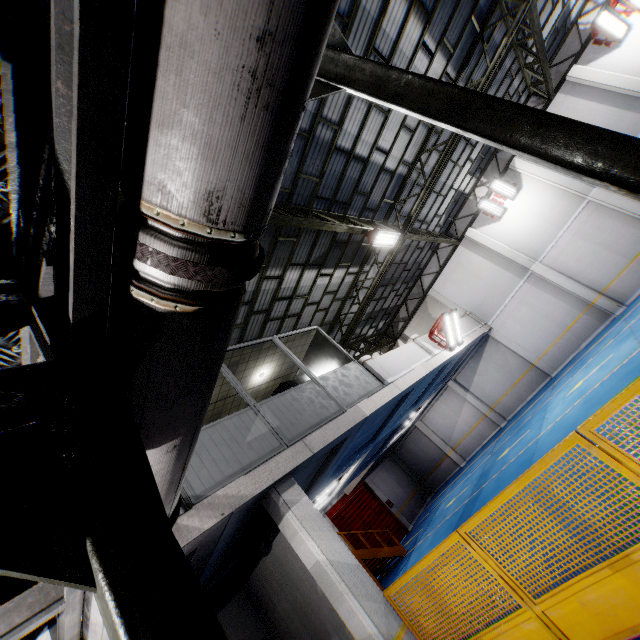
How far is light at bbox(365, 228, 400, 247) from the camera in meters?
10.8 m

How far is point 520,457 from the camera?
10.9m

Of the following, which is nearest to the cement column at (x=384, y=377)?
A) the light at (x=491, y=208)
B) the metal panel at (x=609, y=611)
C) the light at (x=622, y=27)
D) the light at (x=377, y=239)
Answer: the light at (x=377, y=239)

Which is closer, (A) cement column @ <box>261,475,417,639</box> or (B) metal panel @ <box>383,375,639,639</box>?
(B) metal panel @ <box>383,375,639,639</box>

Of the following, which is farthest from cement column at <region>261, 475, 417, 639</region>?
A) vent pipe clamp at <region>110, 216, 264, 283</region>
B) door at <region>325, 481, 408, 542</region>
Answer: door at <region>325, 481, 408, 542</region>

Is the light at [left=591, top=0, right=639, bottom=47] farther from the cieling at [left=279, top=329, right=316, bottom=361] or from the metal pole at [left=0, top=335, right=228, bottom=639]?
the metal pole at [left=0, top=335, right=228, bottom=639]

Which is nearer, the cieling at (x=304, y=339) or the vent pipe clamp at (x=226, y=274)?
the vent pipe clamp at (x=226, y=274)

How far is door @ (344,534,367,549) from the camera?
17.58m
